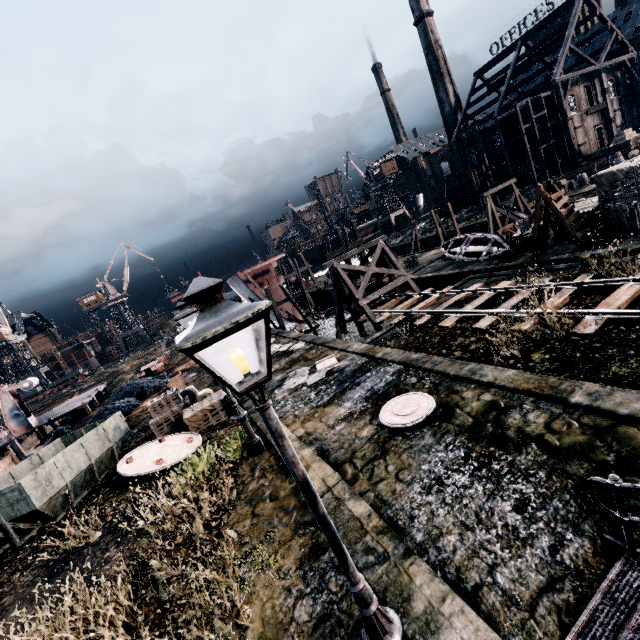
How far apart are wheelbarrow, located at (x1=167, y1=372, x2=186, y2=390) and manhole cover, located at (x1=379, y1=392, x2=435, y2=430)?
19.2 meters

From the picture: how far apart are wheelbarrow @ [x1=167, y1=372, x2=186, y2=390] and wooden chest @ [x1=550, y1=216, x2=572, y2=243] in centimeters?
2823cm

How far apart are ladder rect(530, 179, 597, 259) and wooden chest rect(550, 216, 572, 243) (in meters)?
1.29

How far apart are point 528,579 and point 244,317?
5.9m

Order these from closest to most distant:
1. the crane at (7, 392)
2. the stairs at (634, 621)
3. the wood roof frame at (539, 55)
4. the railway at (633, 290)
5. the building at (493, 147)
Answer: the stairs at (634, 621) → the railway at (633, 290) → the crane at (7, 392) → the wood roof frame at (539, 55) → the building at (493, 147)

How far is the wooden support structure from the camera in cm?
2302

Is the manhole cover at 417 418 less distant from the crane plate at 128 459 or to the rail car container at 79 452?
the crane plate at 128 459

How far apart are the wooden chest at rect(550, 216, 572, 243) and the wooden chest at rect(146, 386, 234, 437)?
22.5m
